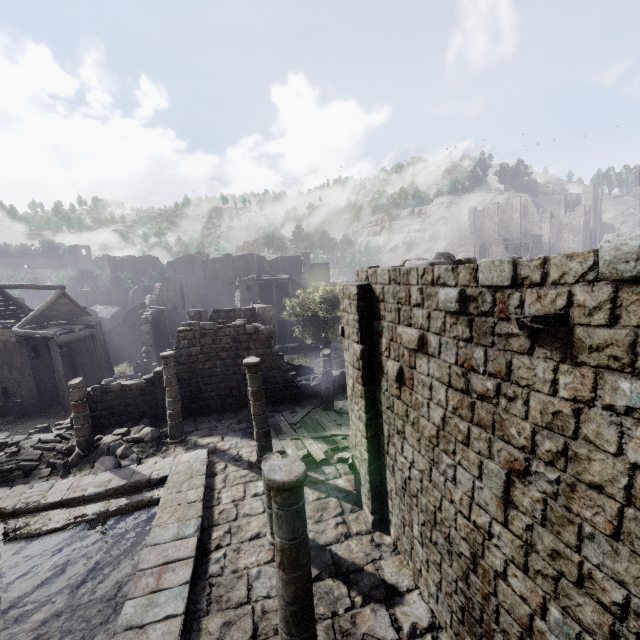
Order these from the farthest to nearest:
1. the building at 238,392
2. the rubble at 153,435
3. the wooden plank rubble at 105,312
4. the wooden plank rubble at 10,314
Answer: the wooden plank rubble at 105,312
the wooden plank rubble at 10,314
the rubble at 153,435
the building at 238,392

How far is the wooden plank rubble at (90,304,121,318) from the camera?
50.02m

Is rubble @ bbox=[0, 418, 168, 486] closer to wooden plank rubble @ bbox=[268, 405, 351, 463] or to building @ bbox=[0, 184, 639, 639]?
building @ bbox=[0, 184, 639, 639]

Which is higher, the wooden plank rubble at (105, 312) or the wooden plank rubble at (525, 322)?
the wooden plank rubble at (525, 322)

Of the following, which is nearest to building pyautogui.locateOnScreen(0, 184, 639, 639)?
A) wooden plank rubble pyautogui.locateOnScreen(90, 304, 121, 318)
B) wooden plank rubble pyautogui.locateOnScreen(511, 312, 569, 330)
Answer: wooden plank rubble pyautogui.locateOnScreen(511, 312, 569, 330)

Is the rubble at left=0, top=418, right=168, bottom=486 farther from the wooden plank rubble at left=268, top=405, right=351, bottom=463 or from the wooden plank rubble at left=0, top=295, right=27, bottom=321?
the wooden plank rubble at left=0, top=295, right=27, bottom=321

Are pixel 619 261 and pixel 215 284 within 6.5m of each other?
no

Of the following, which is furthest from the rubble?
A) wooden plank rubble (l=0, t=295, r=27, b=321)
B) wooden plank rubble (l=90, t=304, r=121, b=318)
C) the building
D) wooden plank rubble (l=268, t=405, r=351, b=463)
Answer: wooden plank rubble (l=90, t=304, r=121, b=318)
